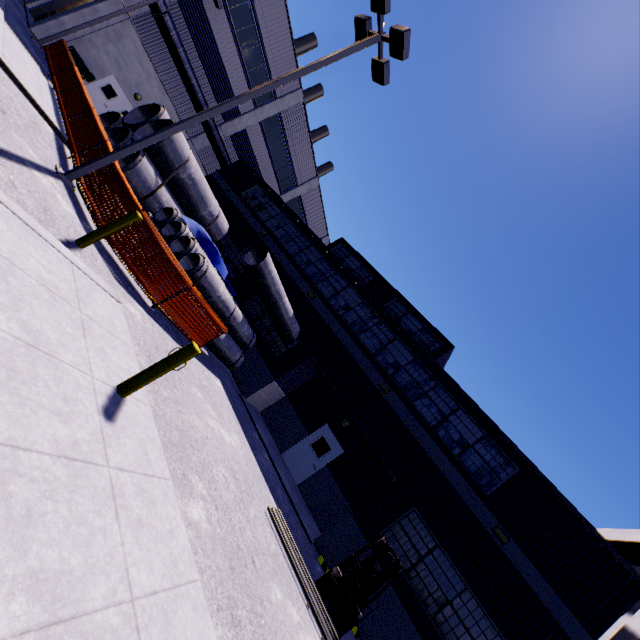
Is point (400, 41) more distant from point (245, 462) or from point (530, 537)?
point (530, 537)

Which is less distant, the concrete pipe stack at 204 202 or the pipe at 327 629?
the pipe at 327 629

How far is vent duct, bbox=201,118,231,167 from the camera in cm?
2342

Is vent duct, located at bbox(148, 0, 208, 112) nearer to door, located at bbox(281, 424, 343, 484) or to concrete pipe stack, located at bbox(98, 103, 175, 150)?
concrete pipe stack, located at bbox(98, 103, 175, 150)

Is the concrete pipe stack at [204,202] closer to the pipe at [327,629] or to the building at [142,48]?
the building at [142,48]

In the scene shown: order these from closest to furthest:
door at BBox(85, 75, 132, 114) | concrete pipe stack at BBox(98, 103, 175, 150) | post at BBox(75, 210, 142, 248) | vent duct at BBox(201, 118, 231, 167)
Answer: post at BBox(75, 210, 142, 248) < concrete pipe stack at BBox(98, 103, 175, 150) < door at BBox(85, 75, 132, 114) < vent duct at BBox(201, 118, 231, 167)

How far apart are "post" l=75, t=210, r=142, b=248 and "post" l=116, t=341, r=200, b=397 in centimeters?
351cm

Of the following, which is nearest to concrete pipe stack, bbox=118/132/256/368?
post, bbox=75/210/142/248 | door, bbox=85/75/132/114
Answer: post, bbox=75/210/142/248
